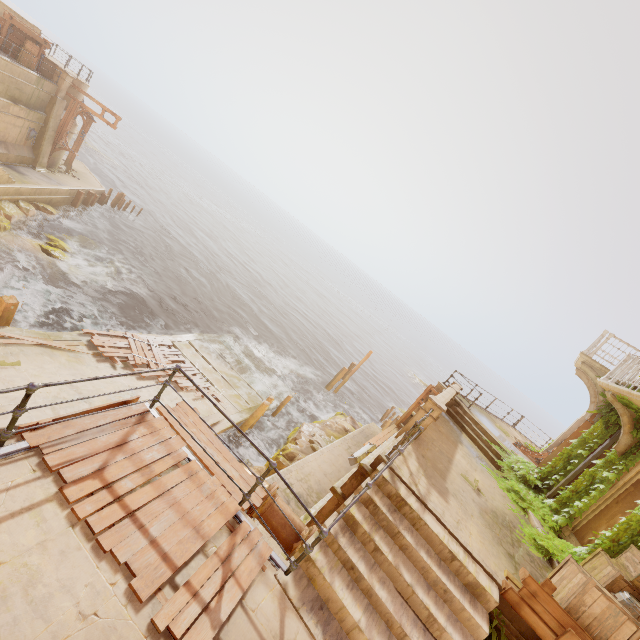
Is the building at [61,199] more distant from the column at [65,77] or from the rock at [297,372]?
the rock at [297,372]

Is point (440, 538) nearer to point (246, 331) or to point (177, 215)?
point (246, 331)

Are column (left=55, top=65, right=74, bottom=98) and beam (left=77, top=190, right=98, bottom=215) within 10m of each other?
yes

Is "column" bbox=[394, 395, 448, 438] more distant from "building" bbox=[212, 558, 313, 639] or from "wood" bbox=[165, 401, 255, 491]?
"wood" bbox=[165, 401, 255, 491]

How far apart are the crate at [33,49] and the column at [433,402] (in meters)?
30.30

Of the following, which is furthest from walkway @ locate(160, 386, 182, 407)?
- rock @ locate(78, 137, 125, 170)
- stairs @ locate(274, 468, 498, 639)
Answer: rock @ locate(78, 137, 125, 170)

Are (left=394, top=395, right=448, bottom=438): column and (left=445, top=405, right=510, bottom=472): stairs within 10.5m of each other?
yes

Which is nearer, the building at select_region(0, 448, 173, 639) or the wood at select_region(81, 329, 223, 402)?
the building at select_region(0, 448, 173, 639)
